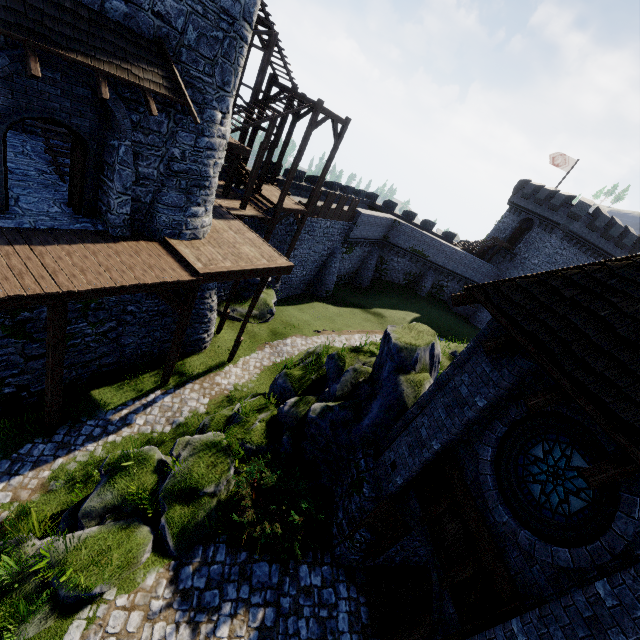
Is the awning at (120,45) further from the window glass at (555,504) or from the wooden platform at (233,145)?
the window glass at (555,504)

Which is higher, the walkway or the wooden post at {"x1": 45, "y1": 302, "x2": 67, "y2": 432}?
the walkway

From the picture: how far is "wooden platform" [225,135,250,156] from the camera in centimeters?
1356cm

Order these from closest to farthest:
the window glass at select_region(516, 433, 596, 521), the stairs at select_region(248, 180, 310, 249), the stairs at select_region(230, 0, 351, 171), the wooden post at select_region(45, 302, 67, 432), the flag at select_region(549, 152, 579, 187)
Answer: the window glass at select_region(516, 433, 596, 521) → the wooden post at select_region(45, 302, 67, 432) → the stairs at select_region(230, 0, 351, 171) → the stairs at select_region(248, 180, 310, 249) → the flag at select_region(549, 152, 579, 187)

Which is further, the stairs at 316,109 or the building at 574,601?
the stairs at 316,109

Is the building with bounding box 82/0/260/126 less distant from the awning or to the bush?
the awning

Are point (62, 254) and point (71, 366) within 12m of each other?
yes

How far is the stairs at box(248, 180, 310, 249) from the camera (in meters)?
19.80
